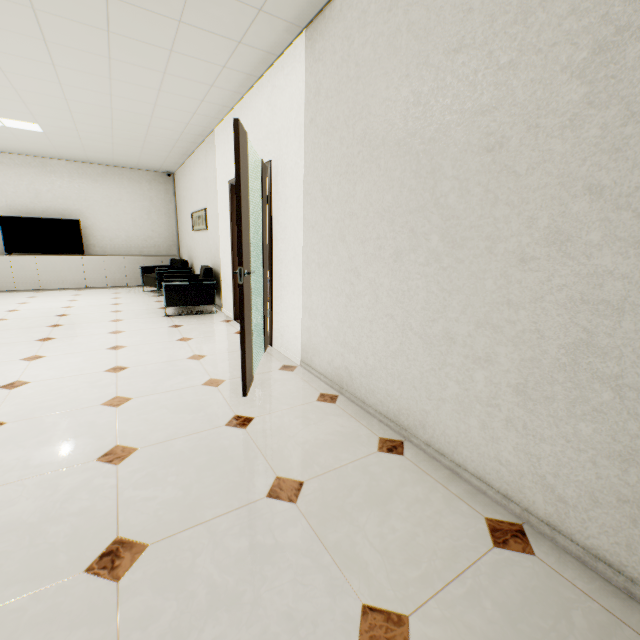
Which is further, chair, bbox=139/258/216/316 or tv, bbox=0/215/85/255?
tv, bbox=0/215/85/255

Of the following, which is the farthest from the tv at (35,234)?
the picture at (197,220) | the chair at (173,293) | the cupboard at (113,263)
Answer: the chair at (173,293)

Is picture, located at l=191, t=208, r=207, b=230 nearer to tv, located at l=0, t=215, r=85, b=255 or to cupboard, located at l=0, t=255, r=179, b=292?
cupboard, located at l=0, t=255, r=179, b=292

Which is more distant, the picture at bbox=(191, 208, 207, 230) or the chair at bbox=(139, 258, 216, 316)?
the picture at bbox=(191, 208, 207, 230)

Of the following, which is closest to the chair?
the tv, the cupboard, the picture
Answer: the picture

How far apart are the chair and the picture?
0.7m

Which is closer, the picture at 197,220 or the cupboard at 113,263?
the picture at 197,220

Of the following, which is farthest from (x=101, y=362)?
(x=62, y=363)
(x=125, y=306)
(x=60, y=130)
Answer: (x=60, y=130)
